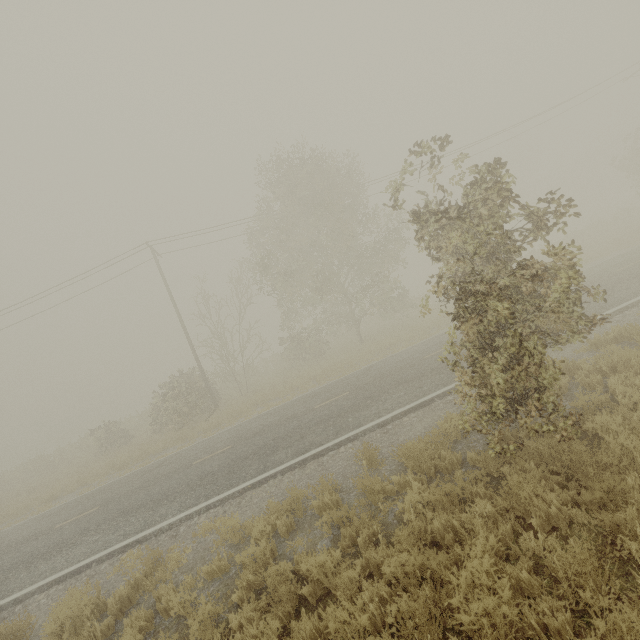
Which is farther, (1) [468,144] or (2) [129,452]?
(1) [468,144]

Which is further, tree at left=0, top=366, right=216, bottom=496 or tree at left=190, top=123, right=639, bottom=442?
tree at left=0, top=366, right=216, bottom=496

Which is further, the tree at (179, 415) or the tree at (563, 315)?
the tree at (179, 415)
